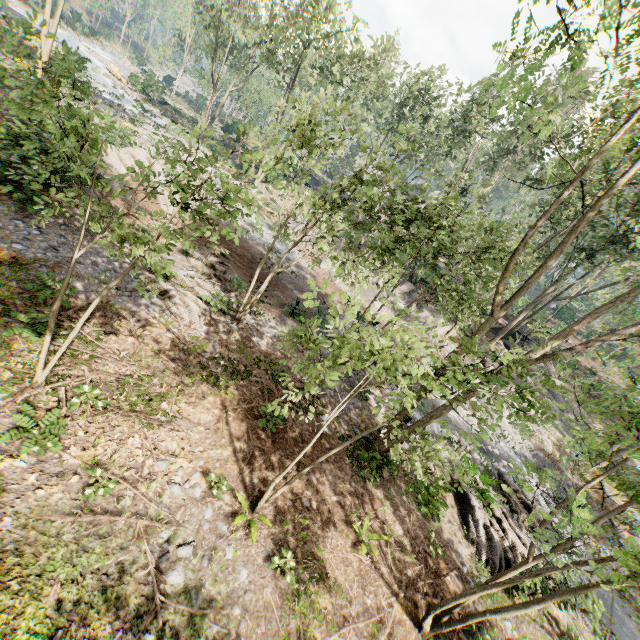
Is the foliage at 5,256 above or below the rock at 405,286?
below

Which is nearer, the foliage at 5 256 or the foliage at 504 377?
the foliage at 504 377

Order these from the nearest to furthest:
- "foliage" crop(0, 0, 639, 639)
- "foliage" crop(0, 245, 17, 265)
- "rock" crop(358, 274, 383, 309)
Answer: "foliage" crop(0, 0, 639, 639) → "foliage" crop(0, 245, 17, 265) → "rock" crop(358, 274, 383, 309)

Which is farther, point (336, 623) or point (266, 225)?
point (266, 225)

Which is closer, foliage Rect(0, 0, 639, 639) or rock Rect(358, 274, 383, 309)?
foliage Rect(0, 0, 639, 639)

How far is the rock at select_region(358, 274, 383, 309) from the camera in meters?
26.5 m
